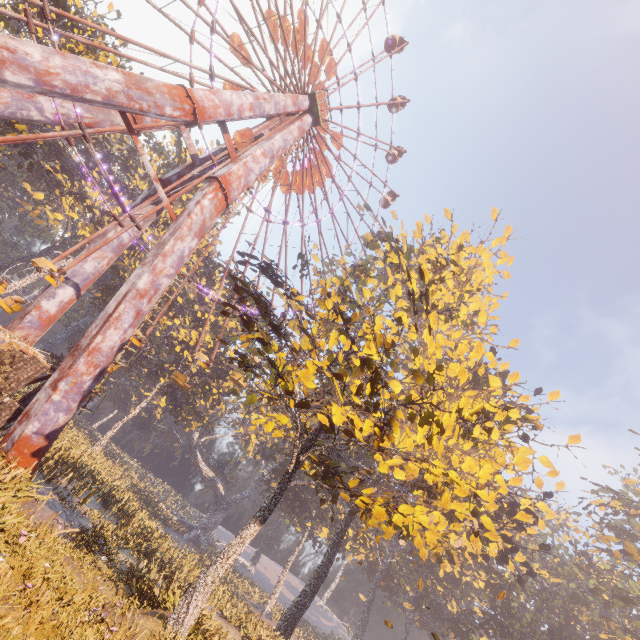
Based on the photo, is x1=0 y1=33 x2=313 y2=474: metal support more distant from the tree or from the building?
the tree

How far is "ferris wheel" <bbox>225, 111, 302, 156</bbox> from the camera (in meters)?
22.27

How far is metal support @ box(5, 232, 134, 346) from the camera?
17.9 meters

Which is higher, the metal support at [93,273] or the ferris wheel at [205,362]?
the ferris wheel at [205,362]

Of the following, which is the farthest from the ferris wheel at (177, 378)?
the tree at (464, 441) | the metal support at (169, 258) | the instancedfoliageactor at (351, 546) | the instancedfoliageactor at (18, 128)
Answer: the instancedfoliageactor at (351, 546)

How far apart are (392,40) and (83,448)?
53.39m

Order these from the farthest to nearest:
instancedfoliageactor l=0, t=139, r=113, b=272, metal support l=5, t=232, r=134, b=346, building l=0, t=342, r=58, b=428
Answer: instancedfoliageactor l=0, t=139, r=113, b=272 → metal support l=5, t=232, r=134, b=346 → building l=0, t=342, r=58, b=428

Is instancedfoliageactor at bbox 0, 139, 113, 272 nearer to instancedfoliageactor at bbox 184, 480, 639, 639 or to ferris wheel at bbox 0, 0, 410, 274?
ferris wheel at bbox 0, 0, 410, 274
